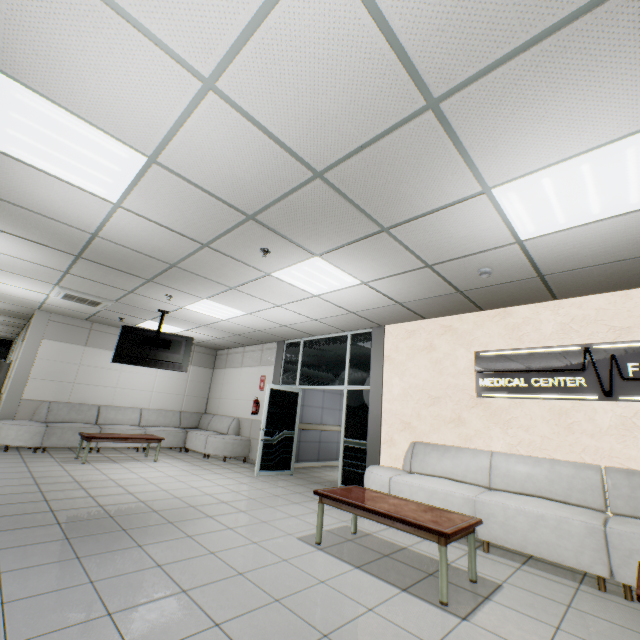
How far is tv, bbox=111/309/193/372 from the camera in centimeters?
685cm

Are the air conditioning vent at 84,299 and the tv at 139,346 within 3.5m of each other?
yes

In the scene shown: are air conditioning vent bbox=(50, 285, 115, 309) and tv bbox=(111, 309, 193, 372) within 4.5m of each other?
yes

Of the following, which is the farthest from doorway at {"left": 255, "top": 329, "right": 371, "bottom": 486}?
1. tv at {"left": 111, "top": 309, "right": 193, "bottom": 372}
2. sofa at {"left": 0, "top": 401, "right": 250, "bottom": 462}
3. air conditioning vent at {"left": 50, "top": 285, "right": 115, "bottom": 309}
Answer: air conditioning vent at {"left": 50, "top": 285, "right": 115, "bottom": 309}

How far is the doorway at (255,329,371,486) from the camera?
6.53m

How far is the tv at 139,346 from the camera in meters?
6.8

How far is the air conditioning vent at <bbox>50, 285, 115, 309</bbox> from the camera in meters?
6.3 m

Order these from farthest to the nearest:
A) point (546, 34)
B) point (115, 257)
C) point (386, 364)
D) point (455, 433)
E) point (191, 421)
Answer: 1. point (191, 421)
2. point (386, 364)
3. point (455, 433)
4. point (115, 257)
5. point (546, 34)
